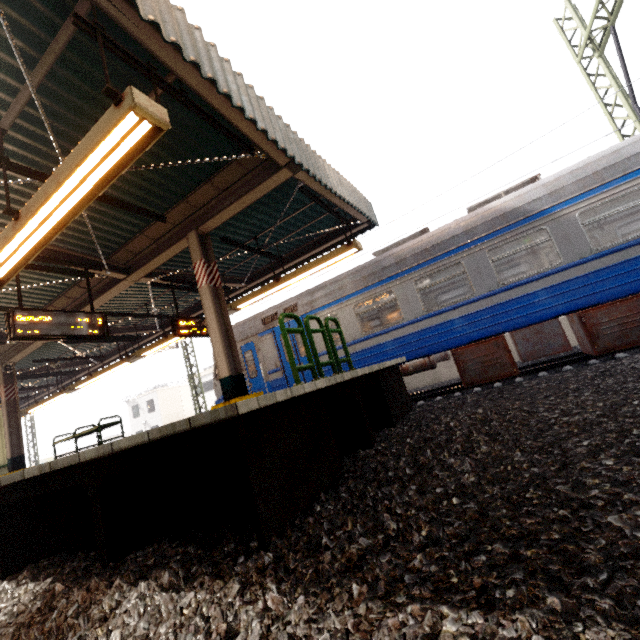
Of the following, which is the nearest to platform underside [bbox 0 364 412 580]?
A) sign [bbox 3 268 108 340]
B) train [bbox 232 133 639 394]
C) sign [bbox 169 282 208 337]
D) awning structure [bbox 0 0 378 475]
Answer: train [bbox 232 133 639 394]

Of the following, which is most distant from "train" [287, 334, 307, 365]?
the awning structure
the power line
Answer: the awning structure

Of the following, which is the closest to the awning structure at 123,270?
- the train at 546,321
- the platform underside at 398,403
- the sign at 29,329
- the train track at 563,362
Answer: the sign at 29,329

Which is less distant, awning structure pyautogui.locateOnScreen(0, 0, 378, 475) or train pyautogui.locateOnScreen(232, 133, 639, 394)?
awning structure pyautogui.locateOnScreen(0, 0, 378, 475)

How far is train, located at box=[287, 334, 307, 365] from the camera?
9.5 meters

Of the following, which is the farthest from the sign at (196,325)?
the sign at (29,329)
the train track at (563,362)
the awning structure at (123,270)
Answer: the train track at (563,362)

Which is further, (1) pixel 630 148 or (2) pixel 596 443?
(1) pixel 630 148

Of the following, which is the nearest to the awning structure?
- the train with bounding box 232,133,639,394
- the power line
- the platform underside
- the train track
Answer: the train with bounding box 232,133,639,394
